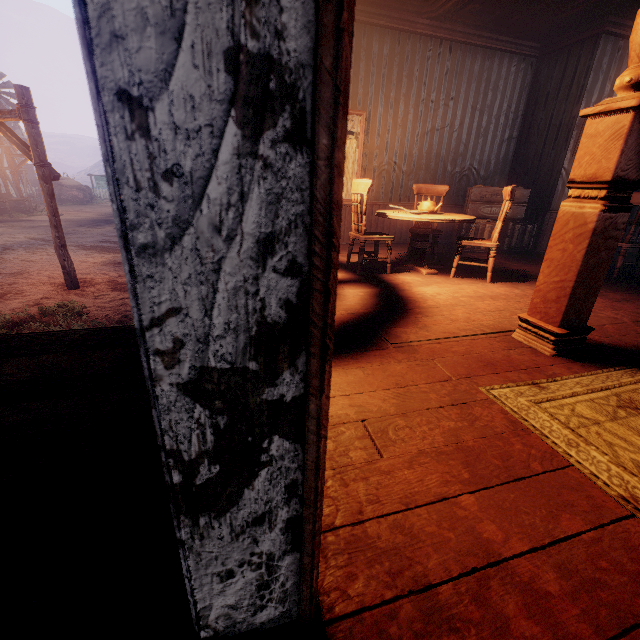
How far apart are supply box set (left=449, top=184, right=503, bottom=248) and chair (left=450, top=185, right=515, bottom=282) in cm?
196

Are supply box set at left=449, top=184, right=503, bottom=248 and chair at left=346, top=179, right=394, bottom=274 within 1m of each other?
no

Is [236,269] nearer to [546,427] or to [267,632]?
[267,632]

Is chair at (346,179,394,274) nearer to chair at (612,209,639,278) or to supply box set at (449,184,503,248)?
supply box set at (449,184,503,248)

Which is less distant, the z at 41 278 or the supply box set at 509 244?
the z at 41 278

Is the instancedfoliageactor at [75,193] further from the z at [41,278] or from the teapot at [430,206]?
the teapot at [430,206]

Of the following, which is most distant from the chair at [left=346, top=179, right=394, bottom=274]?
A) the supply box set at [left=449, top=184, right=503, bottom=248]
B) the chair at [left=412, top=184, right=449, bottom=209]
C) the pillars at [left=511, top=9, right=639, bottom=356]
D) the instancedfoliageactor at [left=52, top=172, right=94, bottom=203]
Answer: the instancedfoliageactor at [left=52, top=172, right=94, bottom=203]

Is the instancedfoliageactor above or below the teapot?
below
